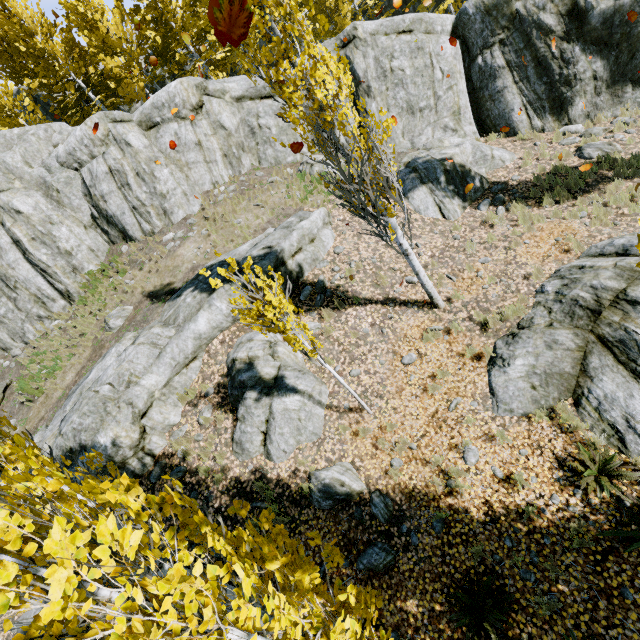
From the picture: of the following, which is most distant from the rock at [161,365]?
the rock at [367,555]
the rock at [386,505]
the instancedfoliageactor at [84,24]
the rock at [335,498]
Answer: the rock at [367,555]

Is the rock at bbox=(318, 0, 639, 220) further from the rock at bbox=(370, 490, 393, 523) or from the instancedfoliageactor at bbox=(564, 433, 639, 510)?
the rock at bbox=(370, 490, 393, 523)

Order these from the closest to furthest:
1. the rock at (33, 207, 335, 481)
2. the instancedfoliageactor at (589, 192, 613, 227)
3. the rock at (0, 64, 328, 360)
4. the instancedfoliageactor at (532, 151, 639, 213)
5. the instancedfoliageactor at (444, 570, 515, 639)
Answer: the instancedfoliageactor at (444, 570, 515, 639) < the rock at (33, 207, 335, 481) < the instancedfoliageactor at (589, 192, 613, 227) < the instancedfoliageactor at (532, 151, 639, 213) < the rock at (0, 64, 328, 360)

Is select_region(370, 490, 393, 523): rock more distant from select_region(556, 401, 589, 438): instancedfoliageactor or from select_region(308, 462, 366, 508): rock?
select_region(556, 401, 589, 438): instancedfoliageactor

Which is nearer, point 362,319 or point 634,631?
point 634,631

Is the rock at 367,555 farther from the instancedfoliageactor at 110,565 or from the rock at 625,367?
the rock at 625,367

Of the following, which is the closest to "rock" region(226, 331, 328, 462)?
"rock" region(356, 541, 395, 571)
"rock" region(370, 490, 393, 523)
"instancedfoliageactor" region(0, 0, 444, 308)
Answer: "instancedfoliageactor" region(0, 0, 444, 308)
